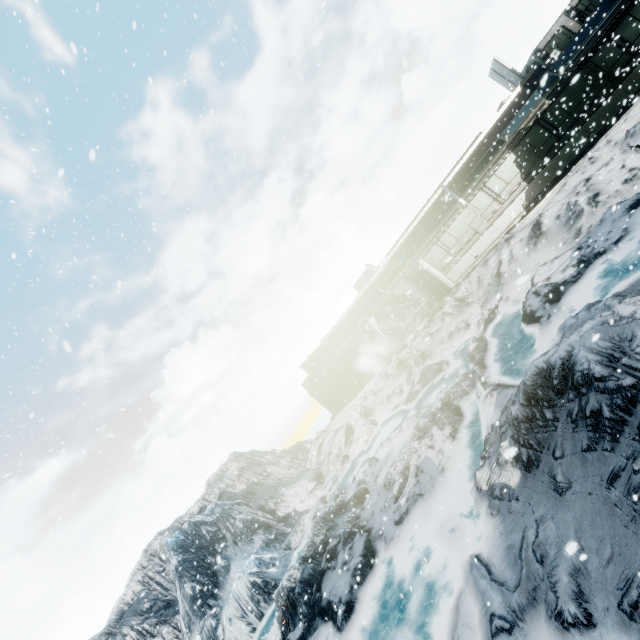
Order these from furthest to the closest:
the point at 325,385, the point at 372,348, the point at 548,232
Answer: the point at 325,385, the point at 372,348, the point at 548,232
